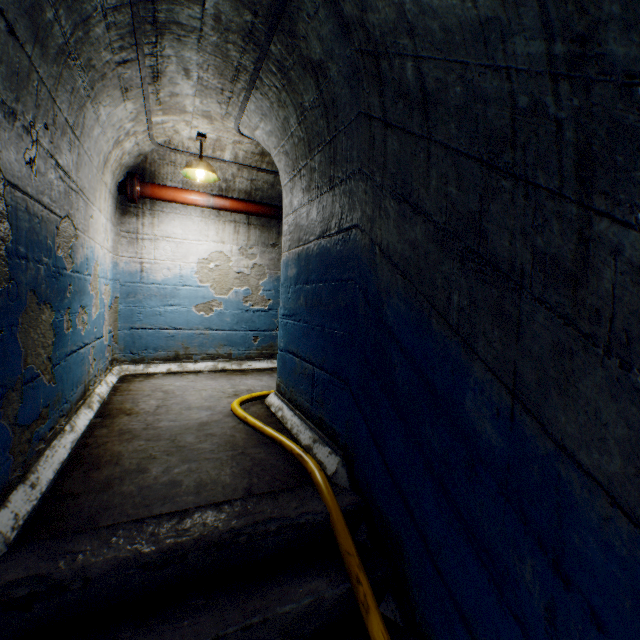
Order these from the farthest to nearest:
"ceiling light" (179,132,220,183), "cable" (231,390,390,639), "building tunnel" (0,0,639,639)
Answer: "ceiling light" (179,132,220,183) < "cable" (231,390,390,639) < "building tunnel" (0,0,639,639)

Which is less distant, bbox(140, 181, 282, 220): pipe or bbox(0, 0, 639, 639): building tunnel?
bbox(0, 0, 639, 639): building tunnel

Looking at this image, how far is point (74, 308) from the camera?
2.50m

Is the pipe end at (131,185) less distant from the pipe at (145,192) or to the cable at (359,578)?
the pipe at (145,192)

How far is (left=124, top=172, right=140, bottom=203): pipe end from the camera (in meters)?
3.96

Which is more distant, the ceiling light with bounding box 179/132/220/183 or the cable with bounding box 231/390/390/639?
the ceiling light with bounding box 179/132/220/183

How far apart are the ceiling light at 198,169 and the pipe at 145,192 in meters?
0.3 m

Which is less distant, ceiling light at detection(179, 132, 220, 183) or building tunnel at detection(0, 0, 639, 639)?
building tunnel at detection(0, 0, 639, 639)
